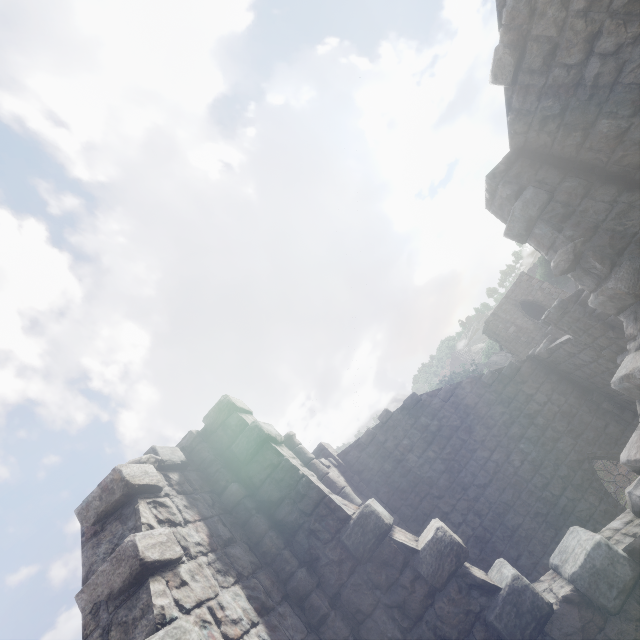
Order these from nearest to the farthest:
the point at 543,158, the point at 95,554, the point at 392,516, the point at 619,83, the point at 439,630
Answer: the point at 95,554, the point at 439,630, the point at 619,83, the point at 543,158, the point at 392,516

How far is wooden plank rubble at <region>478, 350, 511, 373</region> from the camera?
54.9m

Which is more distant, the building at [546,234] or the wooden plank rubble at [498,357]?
the wooden plank rubble at [498,357]

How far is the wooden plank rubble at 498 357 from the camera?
54.9 meters

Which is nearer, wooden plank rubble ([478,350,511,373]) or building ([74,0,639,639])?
building ([74,0,639,639])
